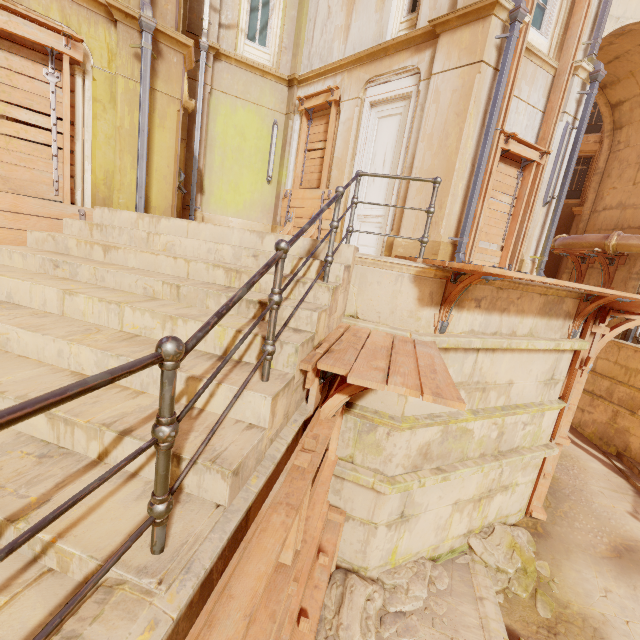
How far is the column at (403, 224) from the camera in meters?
6.8

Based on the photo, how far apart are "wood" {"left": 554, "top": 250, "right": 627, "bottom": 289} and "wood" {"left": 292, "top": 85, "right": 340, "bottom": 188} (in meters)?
8.54

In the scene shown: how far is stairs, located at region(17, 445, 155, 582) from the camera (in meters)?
1.39

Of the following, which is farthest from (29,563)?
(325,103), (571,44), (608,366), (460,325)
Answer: (608,366)

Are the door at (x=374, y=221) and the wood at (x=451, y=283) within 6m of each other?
yes

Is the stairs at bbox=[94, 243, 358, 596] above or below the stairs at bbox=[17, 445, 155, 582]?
above

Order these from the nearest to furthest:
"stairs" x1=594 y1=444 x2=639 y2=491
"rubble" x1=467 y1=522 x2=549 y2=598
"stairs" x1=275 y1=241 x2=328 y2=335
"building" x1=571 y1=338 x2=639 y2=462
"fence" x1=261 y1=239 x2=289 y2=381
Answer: Answer: "fence" x1=261 y1=239 x2=289 y2=381 → "stairs" x1=275 y1=241 x2=328 y2=335 → "rubble" x1=467 y1=522 x2=549 y2=598 → "stairs" x1=594 y1=444 x2=639 y2=491 → "building" x1=571 y1=338 x2=639 y2=462

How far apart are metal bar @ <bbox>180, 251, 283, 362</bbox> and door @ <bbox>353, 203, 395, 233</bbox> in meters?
5.9 m
